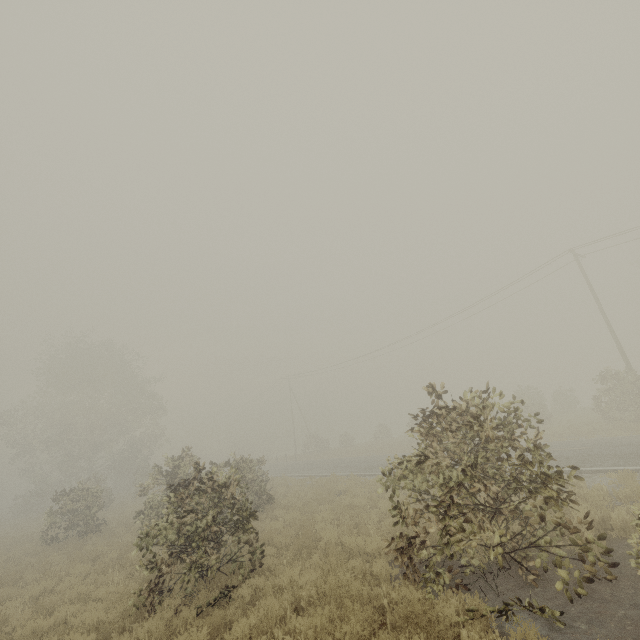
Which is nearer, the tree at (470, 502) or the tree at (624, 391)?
the tree at (470, 502)

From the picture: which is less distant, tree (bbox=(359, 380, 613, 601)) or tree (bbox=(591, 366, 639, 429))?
tree (bbox=(359, 380, 613, 601))

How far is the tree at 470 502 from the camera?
5.2m

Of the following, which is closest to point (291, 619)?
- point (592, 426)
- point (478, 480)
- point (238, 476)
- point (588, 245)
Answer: point (238, 476)

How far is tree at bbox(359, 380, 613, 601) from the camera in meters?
5.2
